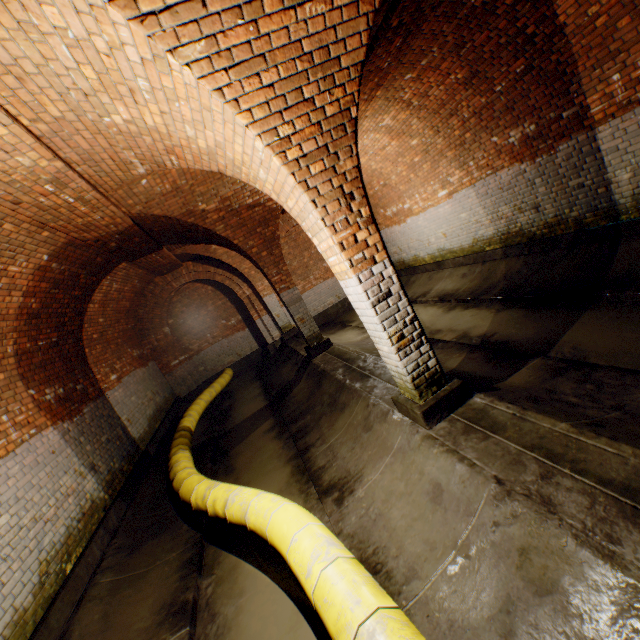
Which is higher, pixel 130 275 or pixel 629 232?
pixel 130 275

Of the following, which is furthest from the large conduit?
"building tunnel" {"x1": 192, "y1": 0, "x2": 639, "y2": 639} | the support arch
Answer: the support arch

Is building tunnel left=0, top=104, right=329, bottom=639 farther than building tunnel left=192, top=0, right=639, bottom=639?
Yes

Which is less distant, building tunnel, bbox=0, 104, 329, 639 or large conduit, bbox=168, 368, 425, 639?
large conduit, bbox=168, 368, 425, 639

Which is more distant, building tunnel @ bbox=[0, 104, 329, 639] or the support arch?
building tunnel @ bbox=[0, 104, 329, 639]

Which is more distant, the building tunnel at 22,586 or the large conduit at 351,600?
the building tunnel at 22,586

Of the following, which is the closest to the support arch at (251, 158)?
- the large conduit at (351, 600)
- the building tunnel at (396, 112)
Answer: the building tunnel at (396, 112)
